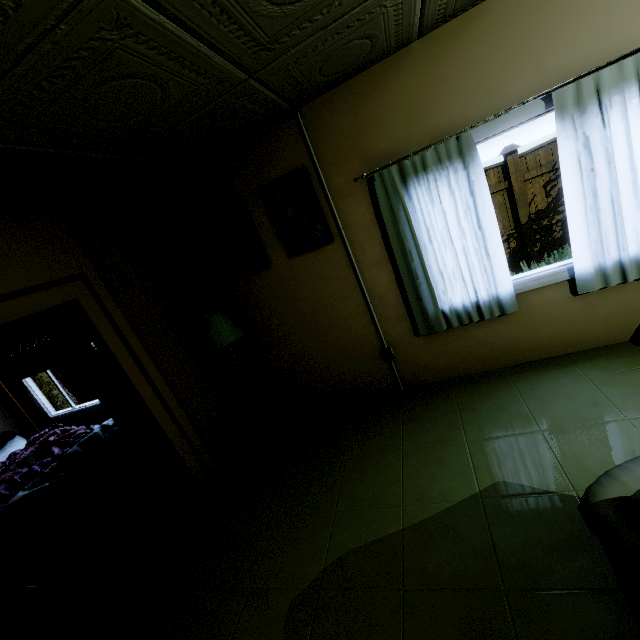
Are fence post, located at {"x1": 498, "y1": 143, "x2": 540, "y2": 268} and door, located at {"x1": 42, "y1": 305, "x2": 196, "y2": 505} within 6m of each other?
no

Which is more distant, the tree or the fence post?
the tree

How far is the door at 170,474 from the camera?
2.6m

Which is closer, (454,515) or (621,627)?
(621,627)

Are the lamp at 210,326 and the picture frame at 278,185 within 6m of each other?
yes

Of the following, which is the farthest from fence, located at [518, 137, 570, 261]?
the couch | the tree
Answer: the couch

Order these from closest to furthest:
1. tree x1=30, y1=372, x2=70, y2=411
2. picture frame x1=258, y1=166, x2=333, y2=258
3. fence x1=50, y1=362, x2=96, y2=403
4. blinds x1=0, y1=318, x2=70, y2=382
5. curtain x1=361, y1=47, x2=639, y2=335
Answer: curtain x1=361, y1=47, x2=639, y2=335 → picture frame x1=258, y1=166, x2=333, y2=258 → blinds x1=0, y1=318, x2=70, y2=382 → tree x1=30, y1=372, x2=70, y2=411 → fence x1=50, y1=362, x2=96, y2=403

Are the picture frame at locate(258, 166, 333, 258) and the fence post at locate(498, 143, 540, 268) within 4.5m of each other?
no
